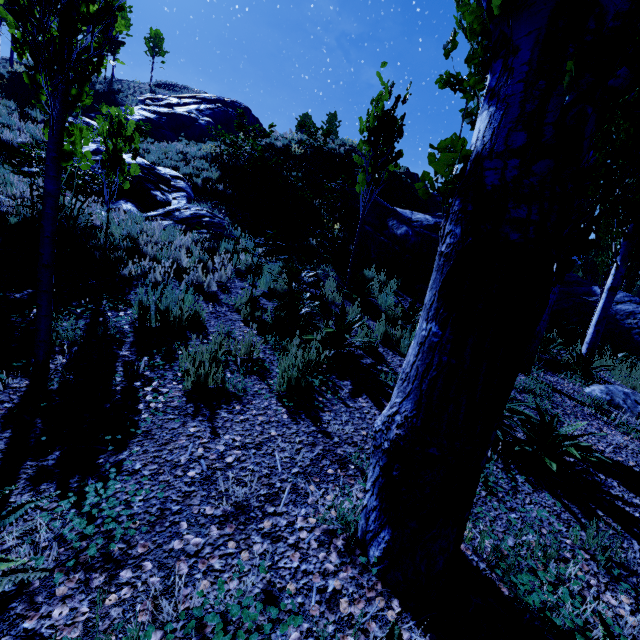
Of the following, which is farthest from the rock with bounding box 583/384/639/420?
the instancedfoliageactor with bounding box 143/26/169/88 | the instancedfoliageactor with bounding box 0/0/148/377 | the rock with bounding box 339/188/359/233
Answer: the instancedfoliageactor with bounding box 143/26/169/88

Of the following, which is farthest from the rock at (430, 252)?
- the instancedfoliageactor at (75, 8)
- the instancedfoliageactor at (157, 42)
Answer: the instancedfoliageactor at (157, 42)

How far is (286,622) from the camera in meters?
1.5 m

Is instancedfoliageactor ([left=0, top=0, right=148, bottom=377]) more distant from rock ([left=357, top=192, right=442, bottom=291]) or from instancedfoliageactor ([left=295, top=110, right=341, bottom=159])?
instancedfoliageactor ([left=295, top=110, right=341, bottom=159])

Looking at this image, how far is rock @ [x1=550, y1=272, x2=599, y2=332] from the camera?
13.6m

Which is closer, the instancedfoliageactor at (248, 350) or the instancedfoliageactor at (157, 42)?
the instancedfoliageactor at (248, 350)

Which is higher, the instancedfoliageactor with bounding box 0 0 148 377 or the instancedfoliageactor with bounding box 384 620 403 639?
the instancedfoliageactor with bounding box 0 0 148 377
